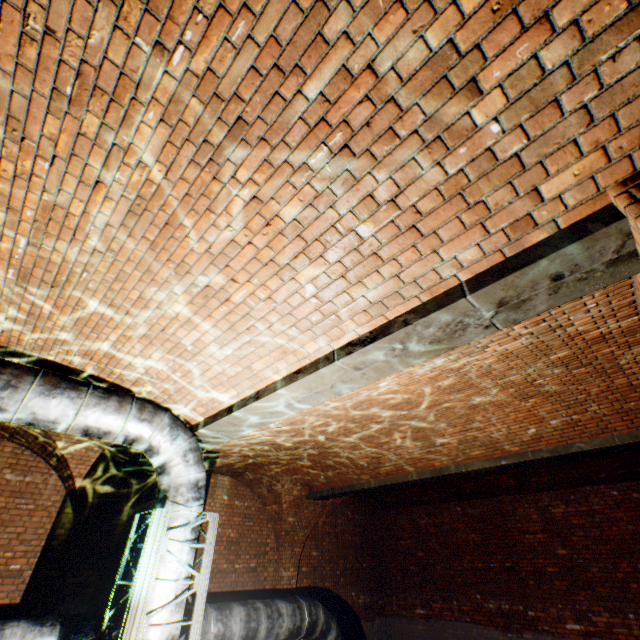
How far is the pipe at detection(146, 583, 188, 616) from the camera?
3.3 meters

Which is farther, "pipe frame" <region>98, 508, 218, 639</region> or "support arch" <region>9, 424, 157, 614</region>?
"support arch" <region>9, 424, 157, 614</region>

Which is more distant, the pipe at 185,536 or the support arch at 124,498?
the support arch at 124,498

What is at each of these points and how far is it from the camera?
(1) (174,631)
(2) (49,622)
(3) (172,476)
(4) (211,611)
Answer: (1) pipe, 3.4m
(2) pipe, 4.0m
(3) pipe, 4.0m
(4) pipe, 5.2m

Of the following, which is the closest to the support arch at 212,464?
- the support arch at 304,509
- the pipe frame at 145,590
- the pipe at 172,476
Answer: the support arch at 304,509

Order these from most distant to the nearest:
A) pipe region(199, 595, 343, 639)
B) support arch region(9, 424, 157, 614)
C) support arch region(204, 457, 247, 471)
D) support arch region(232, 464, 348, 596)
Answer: support arch region(232, 464, 348, 596) < support arch region(204, 457, 247, 471) < support arch region(9, 424, 157, 614) < pipe region(199, 595, 343, 639)

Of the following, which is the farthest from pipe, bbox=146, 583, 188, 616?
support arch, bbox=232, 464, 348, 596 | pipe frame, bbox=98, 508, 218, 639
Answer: support arch, bbox=232, 464, 348, 596

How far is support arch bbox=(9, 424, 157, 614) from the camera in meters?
5.8
